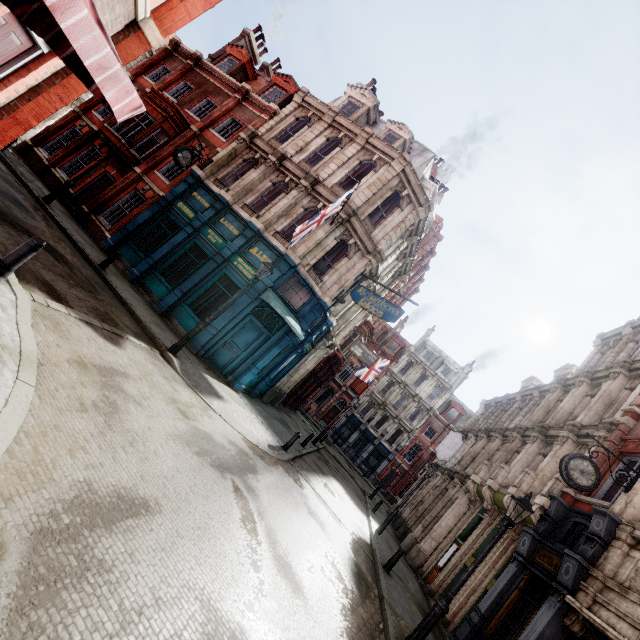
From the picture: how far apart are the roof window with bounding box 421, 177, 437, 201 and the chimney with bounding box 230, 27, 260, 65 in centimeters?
1762cm

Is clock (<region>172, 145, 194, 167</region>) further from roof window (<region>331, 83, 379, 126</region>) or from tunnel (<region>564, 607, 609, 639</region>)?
tunnel (<region>564, 607, 609, 639</region>)

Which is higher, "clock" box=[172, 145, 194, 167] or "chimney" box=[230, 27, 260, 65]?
"chimney" box=[230, 27, 260, 65]

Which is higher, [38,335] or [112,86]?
[112,86]

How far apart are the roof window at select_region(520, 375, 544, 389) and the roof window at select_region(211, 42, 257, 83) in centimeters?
3151cm

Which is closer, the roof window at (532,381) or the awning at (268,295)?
the awning at (268,295)

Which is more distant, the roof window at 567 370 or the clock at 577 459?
the roof window at 567 370

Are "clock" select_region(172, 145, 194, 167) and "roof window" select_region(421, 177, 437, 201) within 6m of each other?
no
